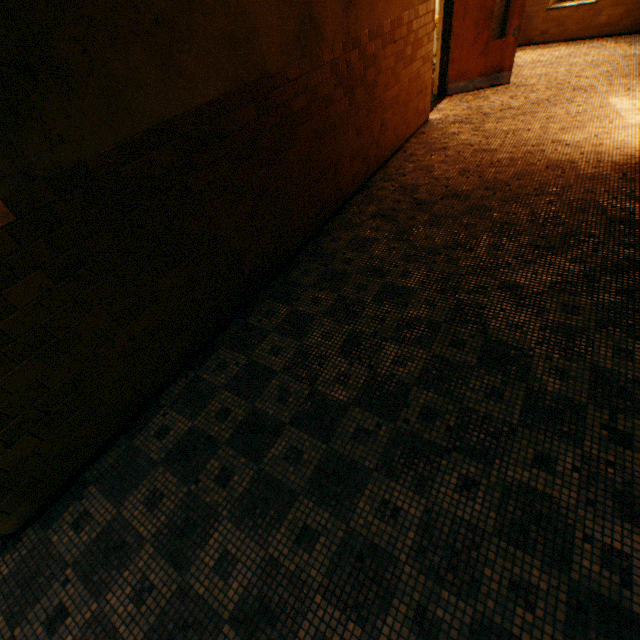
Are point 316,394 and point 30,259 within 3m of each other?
yes
